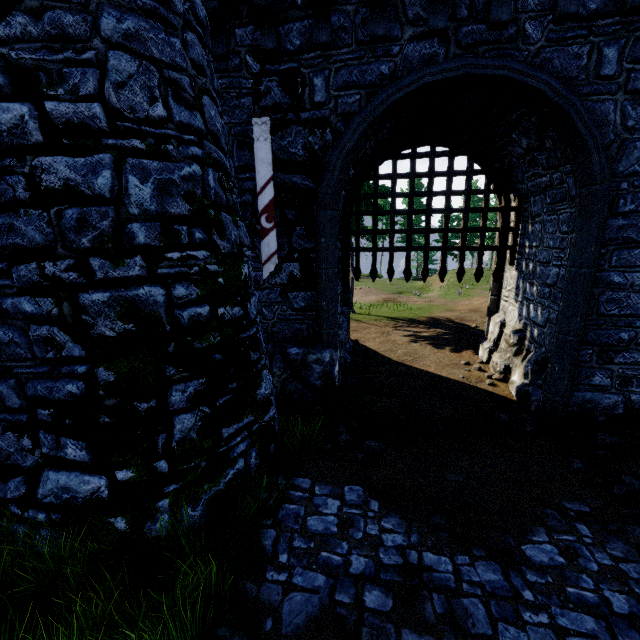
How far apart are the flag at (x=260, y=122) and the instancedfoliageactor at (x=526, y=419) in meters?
6.0 m

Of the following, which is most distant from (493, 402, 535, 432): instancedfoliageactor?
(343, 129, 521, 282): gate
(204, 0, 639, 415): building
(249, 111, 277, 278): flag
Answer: (249, 111, 277, 278): flag

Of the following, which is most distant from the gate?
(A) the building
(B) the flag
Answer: (B) the flag

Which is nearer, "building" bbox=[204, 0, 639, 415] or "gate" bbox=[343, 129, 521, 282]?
"building" bbox=[204, 0, 639, 415]

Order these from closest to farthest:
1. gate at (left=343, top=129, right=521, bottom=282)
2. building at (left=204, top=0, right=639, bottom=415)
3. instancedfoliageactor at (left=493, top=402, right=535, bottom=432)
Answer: building at (left=204, top=0, right=639, bottom=415) → instancedfoliageactor at (left=493, top=402, right=535, bottom=432) → gate at (left=343, top=129, right=521, bottom=282)

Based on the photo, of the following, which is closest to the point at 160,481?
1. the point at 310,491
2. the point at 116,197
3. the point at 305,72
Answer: the point at 310,491

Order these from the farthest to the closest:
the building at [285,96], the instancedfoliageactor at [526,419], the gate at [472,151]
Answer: the gate at [472,151] → the instancedfoliageactor at [526,419] → the building at [285,96]

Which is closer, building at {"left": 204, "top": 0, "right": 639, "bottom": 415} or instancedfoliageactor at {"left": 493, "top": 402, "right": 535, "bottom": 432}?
building at {"left": 204, "top": 0, "right": 639, "bottom": 415}
